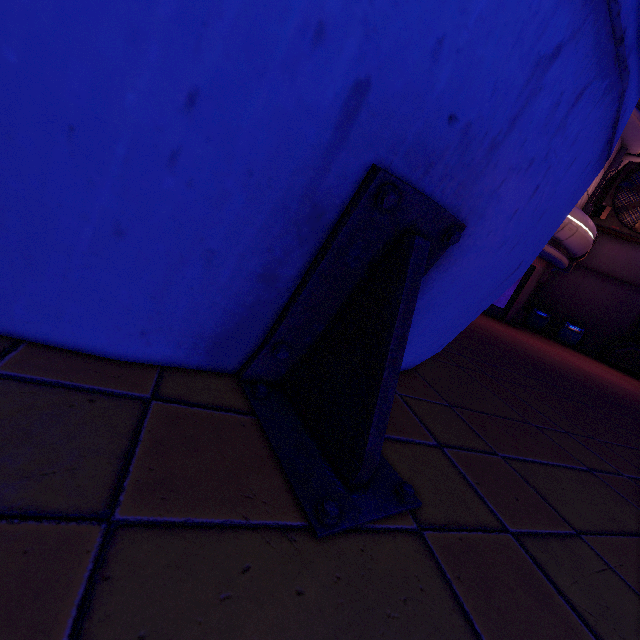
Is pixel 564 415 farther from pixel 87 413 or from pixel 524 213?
pixel 87 413

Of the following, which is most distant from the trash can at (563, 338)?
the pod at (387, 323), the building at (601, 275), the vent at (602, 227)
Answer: the pod at (387, 323)

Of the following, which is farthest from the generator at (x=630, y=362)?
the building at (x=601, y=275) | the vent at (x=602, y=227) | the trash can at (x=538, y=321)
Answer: the vent at (x=602, y=227)

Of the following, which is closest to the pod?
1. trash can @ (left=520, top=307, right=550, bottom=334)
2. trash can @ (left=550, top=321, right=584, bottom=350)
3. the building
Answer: trash can @ (left=520, top=307, right=550, bottom=334)

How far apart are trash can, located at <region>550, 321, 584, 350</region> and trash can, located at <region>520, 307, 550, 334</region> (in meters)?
0.50

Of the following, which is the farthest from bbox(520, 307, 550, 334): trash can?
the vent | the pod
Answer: the pod

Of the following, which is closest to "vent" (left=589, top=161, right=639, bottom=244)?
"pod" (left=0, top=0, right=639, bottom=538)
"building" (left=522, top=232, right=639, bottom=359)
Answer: "building" (left=522, top=232, right=639, bottom=359)

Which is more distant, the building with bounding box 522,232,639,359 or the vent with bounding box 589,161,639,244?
the building with bounding box 522,232,639,359
